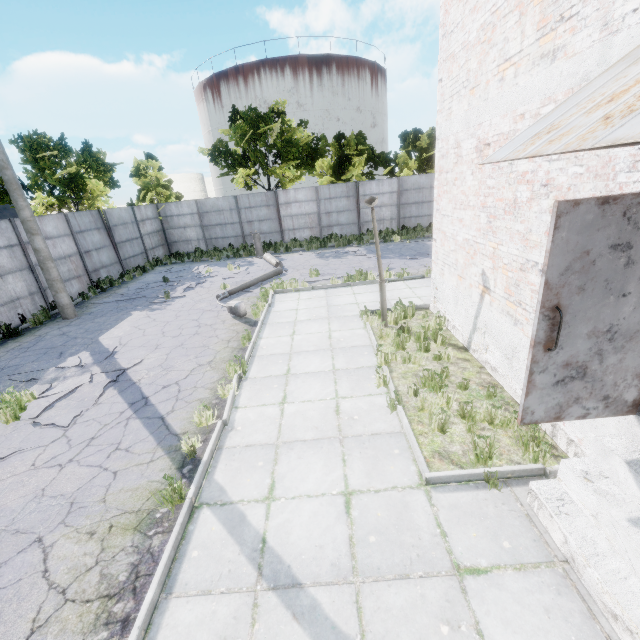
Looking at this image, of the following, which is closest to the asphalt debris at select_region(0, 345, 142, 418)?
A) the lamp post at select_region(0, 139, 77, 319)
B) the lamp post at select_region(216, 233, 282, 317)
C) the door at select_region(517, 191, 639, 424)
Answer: the lamp post at select_region(216, 233, 282, 317)

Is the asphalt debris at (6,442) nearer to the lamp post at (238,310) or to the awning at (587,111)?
the lamp post at (238,310)

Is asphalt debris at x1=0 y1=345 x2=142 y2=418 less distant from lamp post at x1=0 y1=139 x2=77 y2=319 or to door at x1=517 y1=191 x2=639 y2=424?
lamp post at x1=0 y1=139 x2=77 y2=319

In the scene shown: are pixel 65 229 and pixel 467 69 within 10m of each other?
no

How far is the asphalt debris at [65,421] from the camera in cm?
604

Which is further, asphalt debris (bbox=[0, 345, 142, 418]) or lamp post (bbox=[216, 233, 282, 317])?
lamp post (bbox=[216, 233, 282, 317])

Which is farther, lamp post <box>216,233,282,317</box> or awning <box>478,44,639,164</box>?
lamp post <box>216,233,282,317</box>
